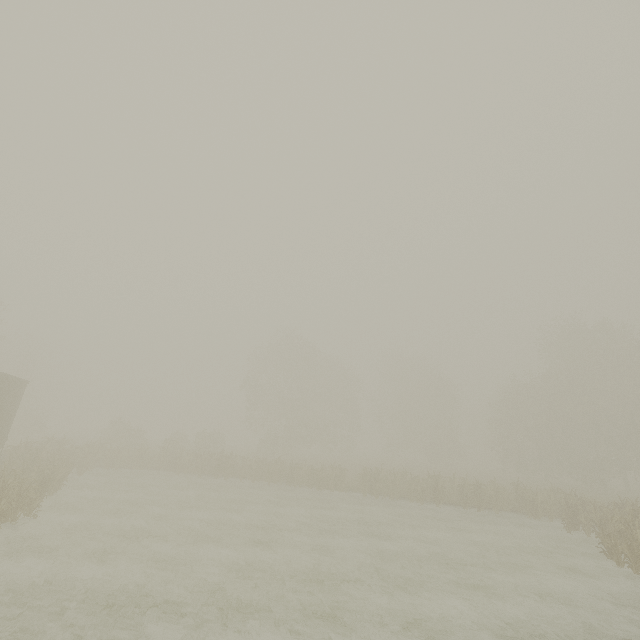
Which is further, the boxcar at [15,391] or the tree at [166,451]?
the tree at [166,451]

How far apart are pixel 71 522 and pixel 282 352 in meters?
33.0 m

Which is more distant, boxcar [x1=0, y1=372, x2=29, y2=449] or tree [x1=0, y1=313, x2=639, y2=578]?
tree [x1=0, y1=313, x2=639, y2=578]
